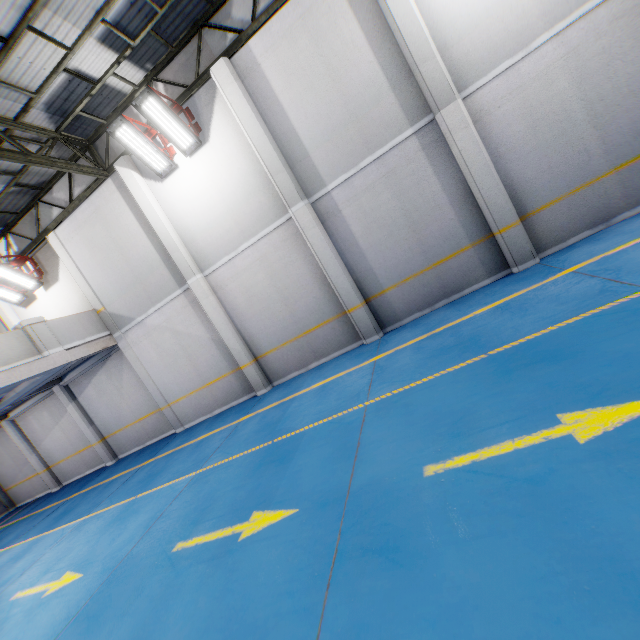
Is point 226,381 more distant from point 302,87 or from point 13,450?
point 13,450

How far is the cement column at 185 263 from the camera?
9.2m

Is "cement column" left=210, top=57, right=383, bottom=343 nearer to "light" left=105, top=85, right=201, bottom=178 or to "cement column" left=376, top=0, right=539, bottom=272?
"light" left=105, top=85, right=201, bottom=178

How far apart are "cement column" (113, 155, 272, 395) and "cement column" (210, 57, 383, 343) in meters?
3.2 m

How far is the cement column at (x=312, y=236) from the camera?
7.9 meters

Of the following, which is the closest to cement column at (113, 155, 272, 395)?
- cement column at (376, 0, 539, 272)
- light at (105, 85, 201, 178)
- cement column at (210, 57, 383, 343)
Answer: light at (105, 85, 201, 178)

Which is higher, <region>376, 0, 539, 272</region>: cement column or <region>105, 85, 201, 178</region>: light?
<region>105, 85, 201, 178</region>: light

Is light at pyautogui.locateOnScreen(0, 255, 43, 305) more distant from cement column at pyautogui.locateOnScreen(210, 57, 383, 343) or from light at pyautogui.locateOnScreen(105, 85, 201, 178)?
cement column at pyautogui.locateOnScreen(210, 57, 383, 343)
